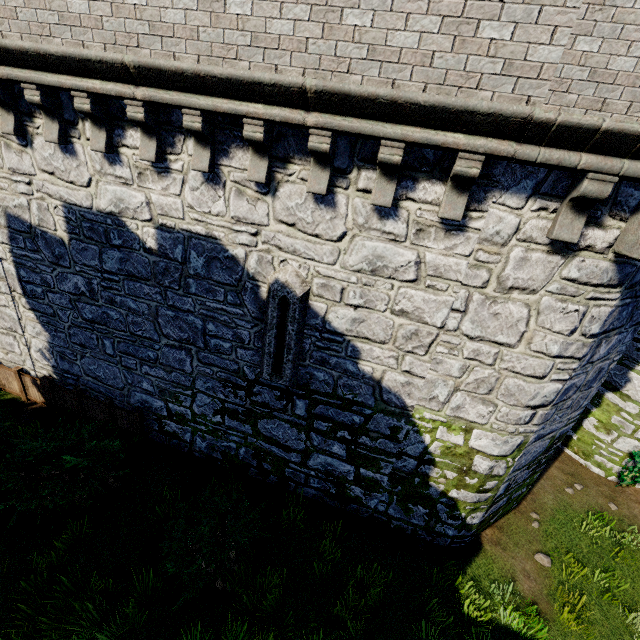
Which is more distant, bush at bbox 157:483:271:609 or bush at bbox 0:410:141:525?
bush at bbox 0:410:141:525

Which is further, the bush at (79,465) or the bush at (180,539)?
the bush at (79,465)

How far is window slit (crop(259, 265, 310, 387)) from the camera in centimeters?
574cm

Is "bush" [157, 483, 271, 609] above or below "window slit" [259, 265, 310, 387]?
below

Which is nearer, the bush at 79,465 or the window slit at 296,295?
the window slit at 296,295

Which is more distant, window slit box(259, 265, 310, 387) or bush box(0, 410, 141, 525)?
bush box(0, 410, 141, 525)

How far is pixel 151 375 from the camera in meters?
7.9 m

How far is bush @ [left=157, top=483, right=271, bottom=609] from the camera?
6.0 meters
